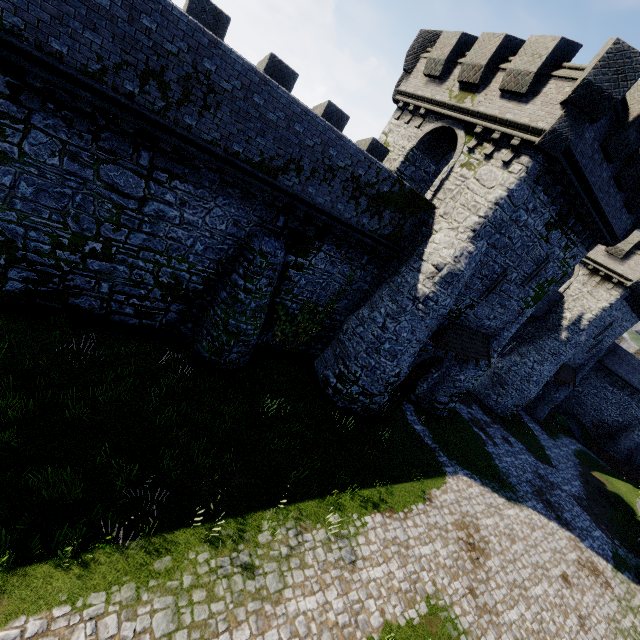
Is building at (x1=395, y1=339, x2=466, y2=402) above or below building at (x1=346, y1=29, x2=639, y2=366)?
below

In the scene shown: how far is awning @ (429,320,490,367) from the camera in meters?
16.5

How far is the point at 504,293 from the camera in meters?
17.3

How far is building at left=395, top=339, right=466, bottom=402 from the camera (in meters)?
18.03

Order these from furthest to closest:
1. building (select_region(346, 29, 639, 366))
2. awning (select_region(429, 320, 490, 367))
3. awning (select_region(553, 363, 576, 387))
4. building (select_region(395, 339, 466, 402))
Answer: awning (select_region(553, 363, 576, 387)), building (select_region(395, 339, 466, 402)), awning (select_region(429, 320, 490, 367)), building (select_region(346, 29, 639, 366))

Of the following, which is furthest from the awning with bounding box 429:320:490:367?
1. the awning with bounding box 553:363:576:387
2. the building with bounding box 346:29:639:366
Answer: the awning with bounding box 553:363:576:387

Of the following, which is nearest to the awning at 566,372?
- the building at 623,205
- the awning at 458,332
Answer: the building at 623,205
